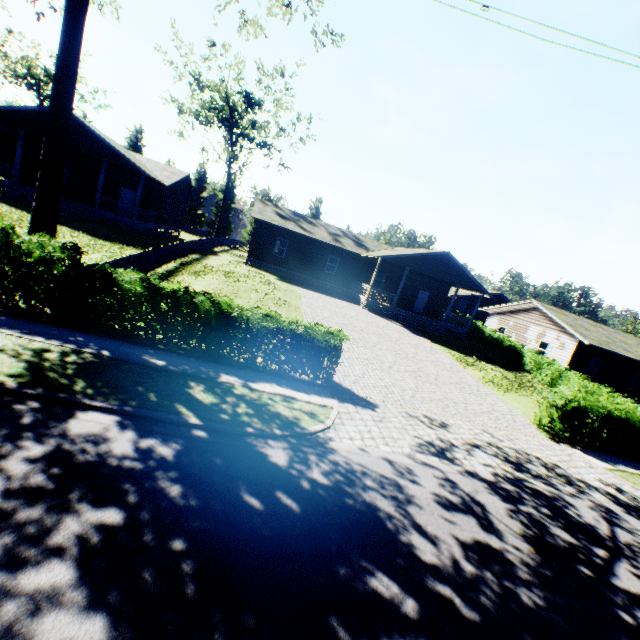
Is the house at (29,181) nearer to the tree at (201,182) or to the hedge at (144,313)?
the tree at (201,182)

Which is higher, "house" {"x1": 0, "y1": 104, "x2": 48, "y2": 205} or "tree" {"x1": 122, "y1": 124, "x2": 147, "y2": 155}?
"tree" {"x1": 122, "y1": 124, "x2": 147, "y2": 155}

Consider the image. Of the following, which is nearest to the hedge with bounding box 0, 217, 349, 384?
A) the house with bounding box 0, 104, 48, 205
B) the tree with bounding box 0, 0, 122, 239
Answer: the tree with bounding box 0, 0, 122, 239

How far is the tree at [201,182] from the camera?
36.8m

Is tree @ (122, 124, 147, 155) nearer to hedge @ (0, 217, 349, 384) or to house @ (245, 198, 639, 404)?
house @ (245, 198, 639, 404)

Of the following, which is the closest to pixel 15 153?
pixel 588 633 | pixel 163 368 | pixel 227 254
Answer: pixel 227 254

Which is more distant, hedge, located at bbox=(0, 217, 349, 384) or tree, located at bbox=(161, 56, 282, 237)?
tree, located at bbox=(161, 56, 282, 237)
